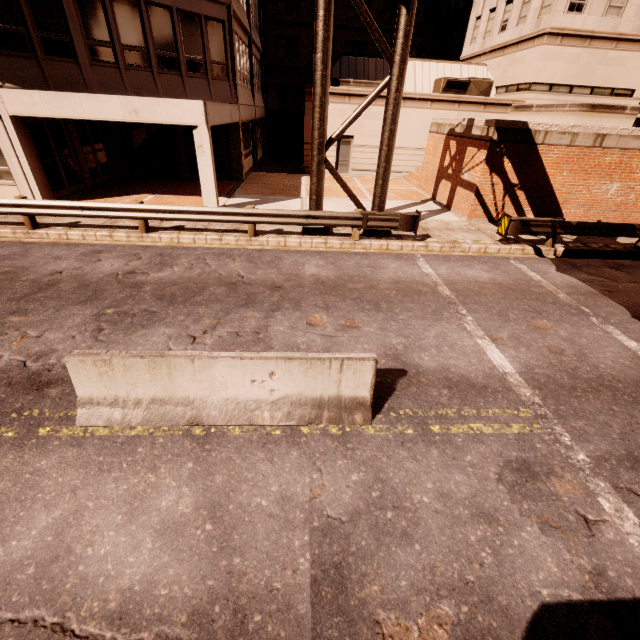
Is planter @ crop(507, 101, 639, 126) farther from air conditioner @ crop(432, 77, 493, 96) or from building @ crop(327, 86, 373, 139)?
air conditioner @ crop(432, 77, 493, 96)

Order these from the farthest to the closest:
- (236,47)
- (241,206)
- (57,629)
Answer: (236,47) < (241,206) < (57,629)

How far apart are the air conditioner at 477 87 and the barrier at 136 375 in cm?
2375

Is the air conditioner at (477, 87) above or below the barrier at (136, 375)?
above

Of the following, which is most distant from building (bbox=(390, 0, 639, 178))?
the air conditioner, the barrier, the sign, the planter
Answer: the barrier

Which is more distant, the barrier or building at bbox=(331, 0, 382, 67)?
building at bbox=(331, 0, 382, 67)

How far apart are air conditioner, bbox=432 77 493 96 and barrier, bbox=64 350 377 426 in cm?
2375

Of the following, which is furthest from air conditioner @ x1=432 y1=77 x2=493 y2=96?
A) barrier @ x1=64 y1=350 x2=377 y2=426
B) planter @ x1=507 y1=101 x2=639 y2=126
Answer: barrier @ x1=64 y1=350 x2=377 y2=426
